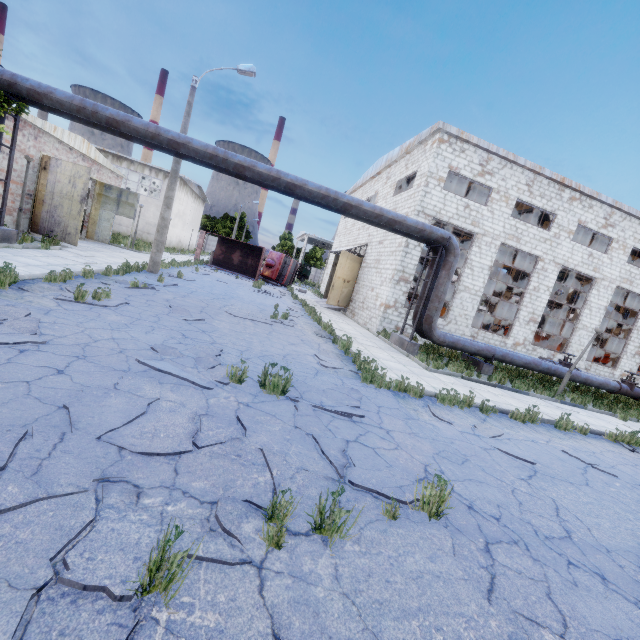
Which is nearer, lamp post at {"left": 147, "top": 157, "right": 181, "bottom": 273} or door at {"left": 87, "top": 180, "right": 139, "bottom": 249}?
lamp post at {"left": 147, "top": 157, "right": 181, "bottom": 273}

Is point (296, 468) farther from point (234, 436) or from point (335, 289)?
point (335, 289)

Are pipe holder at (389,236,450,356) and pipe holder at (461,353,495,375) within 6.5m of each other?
yes

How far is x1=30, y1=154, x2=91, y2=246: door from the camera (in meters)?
15.53

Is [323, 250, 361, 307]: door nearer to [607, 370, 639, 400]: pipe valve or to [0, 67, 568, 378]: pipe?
[0, 67, 568, 378]: pipe

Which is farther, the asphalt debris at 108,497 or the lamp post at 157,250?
the lamp post at 157,250

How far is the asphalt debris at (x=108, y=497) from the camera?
1.9m

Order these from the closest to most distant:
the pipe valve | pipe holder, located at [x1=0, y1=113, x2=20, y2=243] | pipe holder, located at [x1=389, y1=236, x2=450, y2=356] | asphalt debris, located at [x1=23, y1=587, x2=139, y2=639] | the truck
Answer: asphalt debris, located at [x1=23, y1=587, x2=139, y2=639] < pipe holder, located at [x1=0, y1=113, x2=20, y2=243] < pipe holder, located at [x1=389, y1=236, x2=450, y2=356] < the pipe valve < the truck
